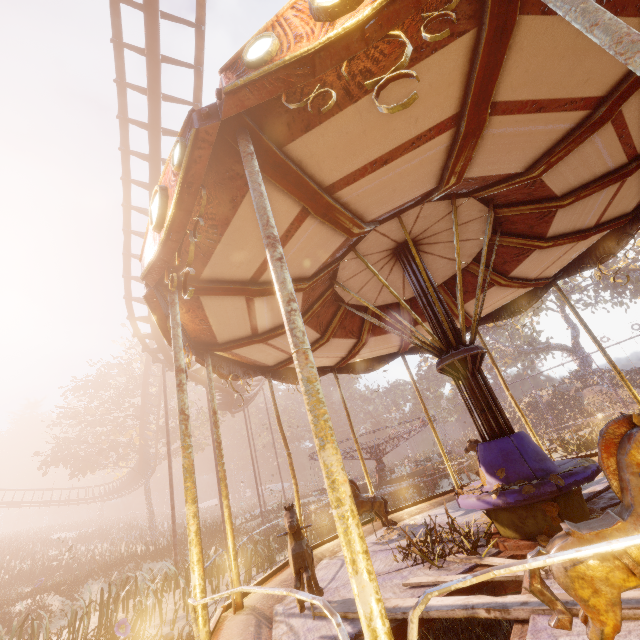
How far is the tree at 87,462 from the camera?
28.1m

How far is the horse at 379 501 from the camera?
5.7 meters

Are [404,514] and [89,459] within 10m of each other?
no

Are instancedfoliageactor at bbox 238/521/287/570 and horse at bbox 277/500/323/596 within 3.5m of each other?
no

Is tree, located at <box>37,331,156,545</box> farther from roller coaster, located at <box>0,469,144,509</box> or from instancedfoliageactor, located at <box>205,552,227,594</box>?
instancedfoliageactor, located at <box>205,552,227,594</box>

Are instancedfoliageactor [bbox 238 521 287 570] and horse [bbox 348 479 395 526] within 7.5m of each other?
no

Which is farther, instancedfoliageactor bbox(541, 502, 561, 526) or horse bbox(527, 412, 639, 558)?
instancedfoliageactor bbox(541, 502, 561, 526)

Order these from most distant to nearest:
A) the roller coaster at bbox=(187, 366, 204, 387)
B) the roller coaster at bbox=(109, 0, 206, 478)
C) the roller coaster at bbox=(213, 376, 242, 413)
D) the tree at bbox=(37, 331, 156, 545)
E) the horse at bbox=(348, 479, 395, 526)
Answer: the tree at bbox=(37, 331, 156, 545) → the roller coaster at bbox=(213, 376, 242, 413) → the roller coaster at bbox=(187, 366, 204, 387) → the roller coaster at bbox=(109, 0, 206, 478) → the horse at bbox=(348, 479, 395, 526)
